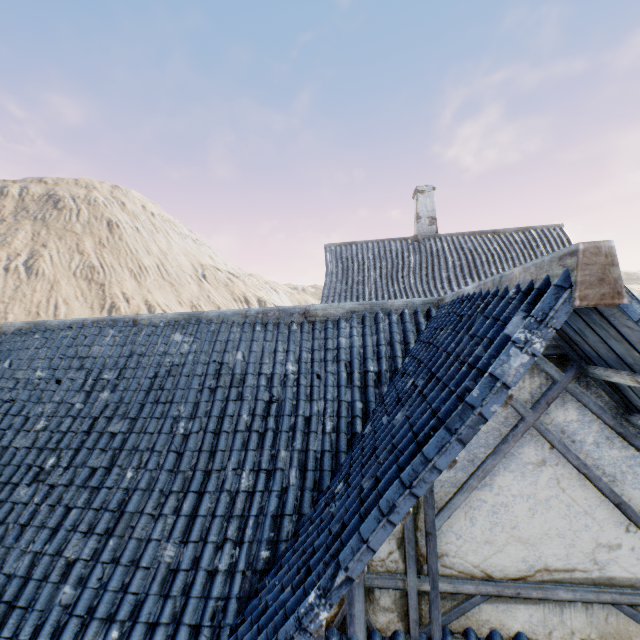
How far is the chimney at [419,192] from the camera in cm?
1458

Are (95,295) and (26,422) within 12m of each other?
no

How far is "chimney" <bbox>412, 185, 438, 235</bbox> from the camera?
14.6 meters
